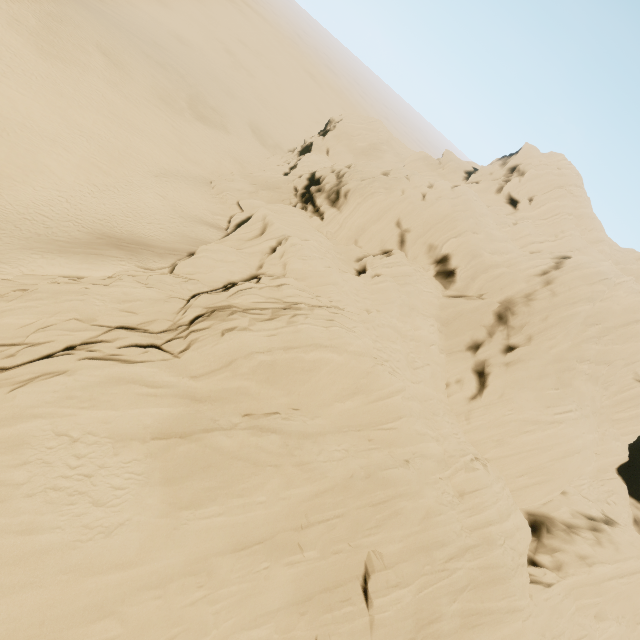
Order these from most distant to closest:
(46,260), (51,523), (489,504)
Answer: (46,260)
(489,504)
(51,523)
